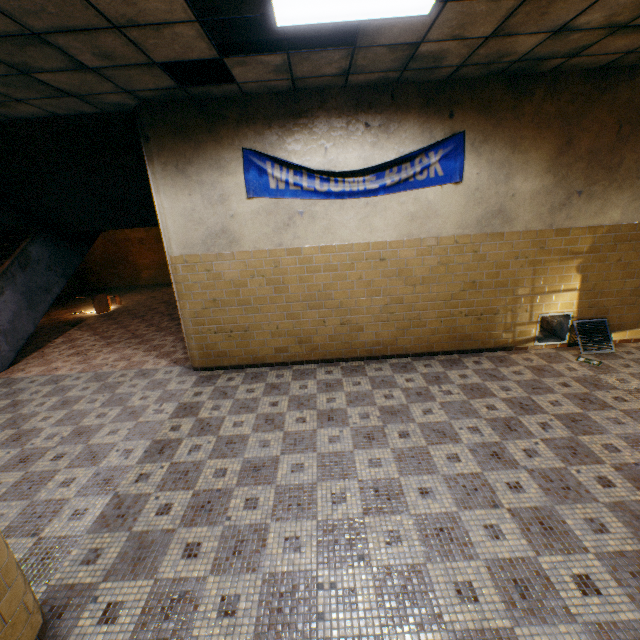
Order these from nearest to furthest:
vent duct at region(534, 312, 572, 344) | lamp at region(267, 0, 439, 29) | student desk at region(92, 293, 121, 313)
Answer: lamp at region(267, 0, 439, 29) → vent duct at region(534, 312, 572, 344) → student desk at region(92, 293, 121, 313)

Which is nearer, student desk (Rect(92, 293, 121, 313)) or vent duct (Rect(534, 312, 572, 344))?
vent duct (Rect(534, 312, 572, 344))

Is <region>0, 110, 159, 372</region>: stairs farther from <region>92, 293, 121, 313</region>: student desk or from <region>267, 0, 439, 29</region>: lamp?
<region>267, 0, 439, 29</region>: lamp

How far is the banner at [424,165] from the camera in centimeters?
446cm

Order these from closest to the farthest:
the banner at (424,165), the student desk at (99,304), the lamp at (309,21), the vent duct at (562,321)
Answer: the lamp at (309,21)
the banner at (424,165)
the vent duct at (562,321)
the student desk at (99,304)

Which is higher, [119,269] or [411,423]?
[119,269]

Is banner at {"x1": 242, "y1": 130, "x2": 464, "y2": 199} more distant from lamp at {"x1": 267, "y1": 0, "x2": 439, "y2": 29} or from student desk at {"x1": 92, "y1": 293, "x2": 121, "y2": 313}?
student desk at {"x1": 92, "y1": 293, "x2": 121, "y2": 313}

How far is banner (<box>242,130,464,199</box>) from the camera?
4.46m
